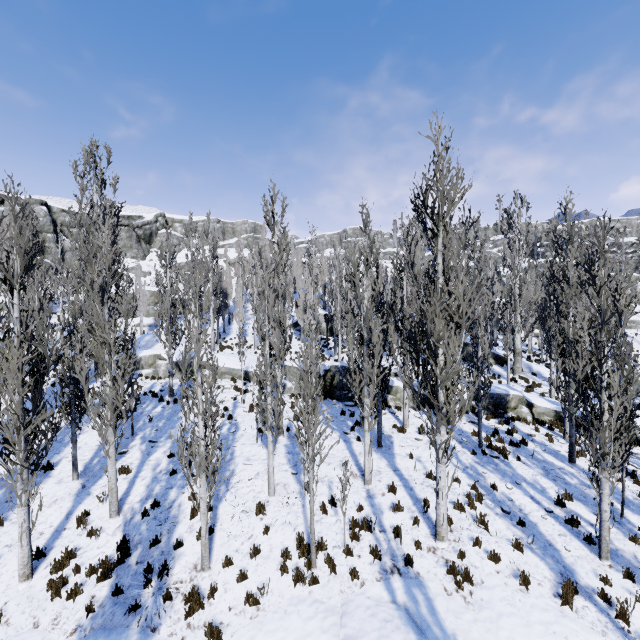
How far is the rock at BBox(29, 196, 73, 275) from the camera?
40.6m

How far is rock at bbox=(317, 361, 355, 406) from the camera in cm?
1834

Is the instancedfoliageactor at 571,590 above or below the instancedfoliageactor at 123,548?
below

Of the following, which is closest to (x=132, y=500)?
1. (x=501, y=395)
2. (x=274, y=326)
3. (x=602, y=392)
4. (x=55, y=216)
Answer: (x=274, y=326)

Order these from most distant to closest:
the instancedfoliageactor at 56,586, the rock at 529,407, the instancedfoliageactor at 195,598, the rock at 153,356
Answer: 1. the rock at 153,356
2. the rock at 529,407
3. the instancedfoliageactor at 56,586
4. the instancedfoliageactor at 195,598

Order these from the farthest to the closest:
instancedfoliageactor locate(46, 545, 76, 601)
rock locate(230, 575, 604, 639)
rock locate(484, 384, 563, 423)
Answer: rock locate(484, 384, 563, 423) → instancedfoliageactor locate(46, 545, 76, 601) → rock locate(230, 575, 604, 639)

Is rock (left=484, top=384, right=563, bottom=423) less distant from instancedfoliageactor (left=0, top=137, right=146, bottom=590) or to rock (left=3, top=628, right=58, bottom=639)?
instancedfoliageactor (left=0, top=137, right=146, bottom=590)
